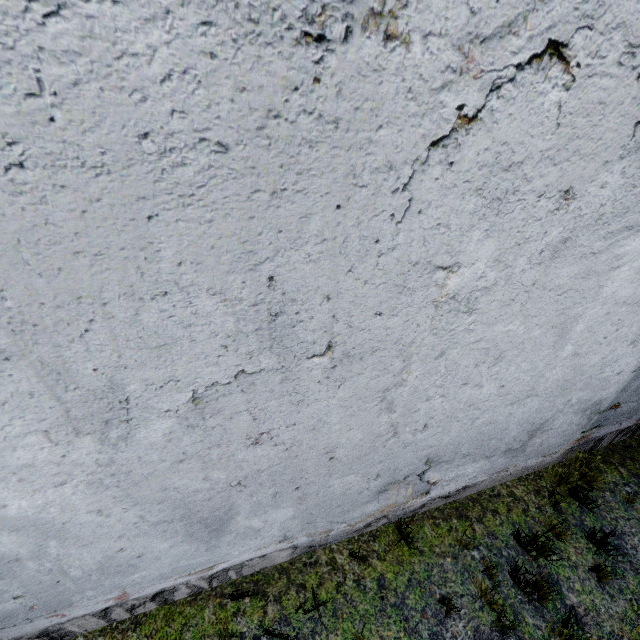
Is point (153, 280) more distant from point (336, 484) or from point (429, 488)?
point (429, 488)
